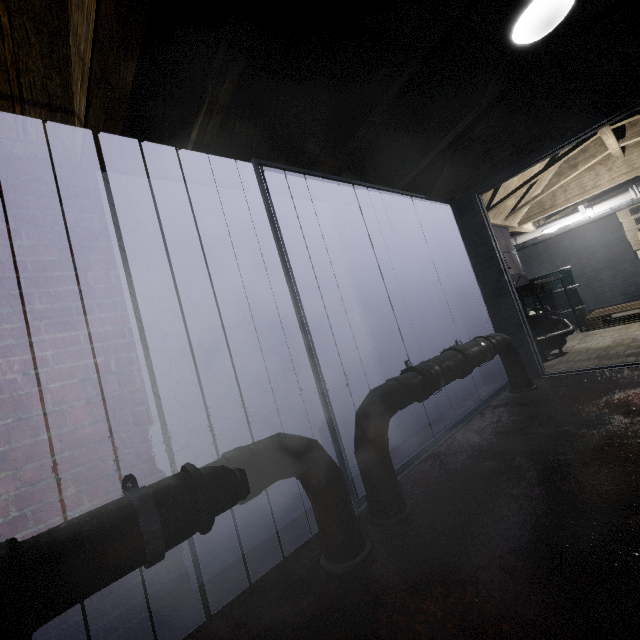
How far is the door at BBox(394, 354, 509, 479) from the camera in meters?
2.0

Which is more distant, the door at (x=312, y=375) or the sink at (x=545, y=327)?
the sink at (x=545, y=327)

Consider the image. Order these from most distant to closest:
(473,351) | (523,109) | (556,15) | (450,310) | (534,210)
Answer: (534,210) → (450,310) → (523,109) → (473,351) → (556,15)

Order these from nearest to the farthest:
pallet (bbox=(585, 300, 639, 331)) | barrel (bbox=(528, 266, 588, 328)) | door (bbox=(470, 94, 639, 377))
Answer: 1. door (bbox=(470, 94, 639, 377))
2. pallet (bbox=(585, 300, 639, 331))
3. barrel (bbox=(528, 266, 588, 328))

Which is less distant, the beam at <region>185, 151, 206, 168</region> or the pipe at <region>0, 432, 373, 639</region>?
the pipe at <region>0, 432, 373, 639</region>

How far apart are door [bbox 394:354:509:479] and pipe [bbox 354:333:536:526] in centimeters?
8cm

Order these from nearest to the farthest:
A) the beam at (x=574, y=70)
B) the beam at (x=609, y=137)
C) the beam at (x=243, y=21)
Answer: the beam at (x=243, y=21) → the beam at (x=574, y=70) → the beam at (x=609, y=137)

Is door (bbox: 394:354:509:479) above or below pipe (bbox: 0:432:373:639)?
below
